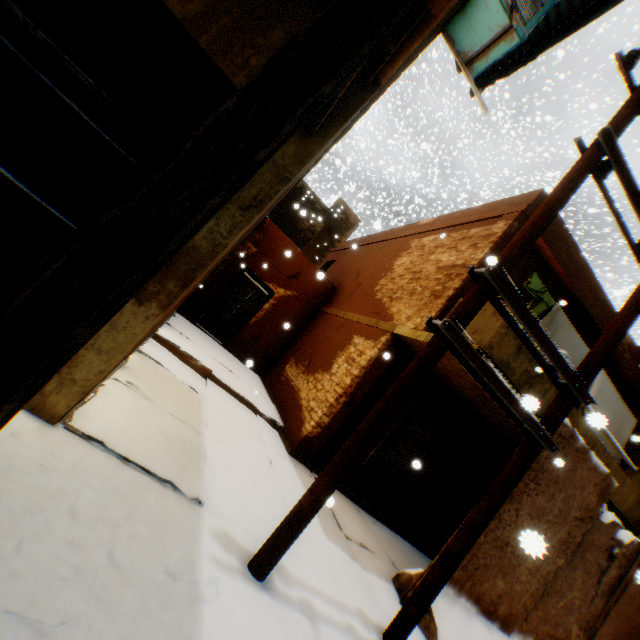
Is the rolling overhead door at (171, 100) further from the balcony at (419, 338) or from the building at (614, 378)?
the balcony at (419, 338)

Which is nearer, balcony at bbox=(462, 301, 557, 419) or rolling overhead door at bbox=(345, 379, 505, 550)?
balcony at bbox=(462, 301, 557, 419)

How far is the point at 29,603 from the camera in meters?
1.4 m

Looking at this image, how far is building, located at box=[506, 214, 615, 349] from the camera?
6.8m

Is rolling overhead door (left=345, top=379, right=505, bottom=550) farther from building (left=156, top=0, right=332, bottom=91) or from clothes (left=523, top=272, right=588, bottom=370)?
clothes (left=523, top=272, right=588, bottom=370)

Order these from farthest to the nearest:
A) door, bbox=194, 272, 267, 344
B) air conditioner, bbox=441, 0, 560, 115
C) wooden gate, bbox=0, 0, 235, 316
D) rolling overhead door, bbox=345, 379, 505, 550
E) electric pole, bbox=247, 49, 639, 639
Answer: door, bbox=194, 272, 267, 344
rolling overhead door, bbox=345, 379, 505, 550
air conditioner, bbox=441, 0, 560, 115
electric pole, bbox=247, 49, 639, 639
wooden gate, bbox=0, 0, 235, 316

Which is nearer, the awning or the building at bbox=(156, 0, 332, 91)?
the building at bbox=(156, 0, 332, 91)

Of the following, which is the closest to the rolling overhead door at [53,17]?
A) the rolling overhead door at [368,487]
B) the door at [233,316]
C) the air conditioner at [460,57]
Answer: the air conditioner at [460,57]
